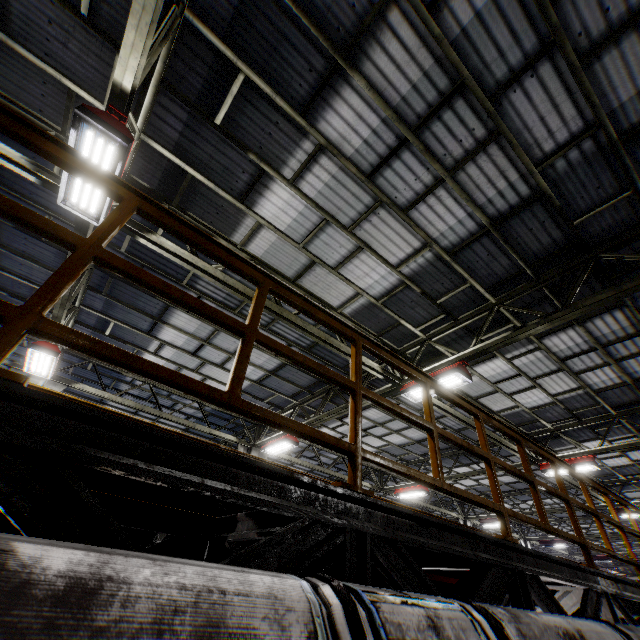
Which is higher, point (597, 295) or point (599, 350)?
point (599, 350)

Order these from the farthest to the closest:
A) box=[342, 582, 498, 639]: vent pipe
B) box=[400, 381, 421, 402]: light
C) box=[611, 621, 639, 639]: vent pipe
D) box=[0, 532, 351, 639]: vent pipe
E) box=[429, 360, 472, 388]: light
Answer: box=[400, 381, 421, 402]: light < box=[429, 360, 472, 388]: light < box=[611, 621, 639, 639]: vent pipe < box=[342, 582, 498, 639]: vent pipe < box=[0, 532, 351, 639]: vent pipe

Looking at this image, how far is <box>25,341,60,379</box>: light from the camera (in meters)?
7.92

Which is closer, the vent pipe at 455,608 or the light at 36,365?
the vent pipe at 455,608

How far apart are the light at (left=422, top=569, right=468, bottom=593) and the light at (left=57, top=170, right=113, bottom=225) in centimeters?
591cm

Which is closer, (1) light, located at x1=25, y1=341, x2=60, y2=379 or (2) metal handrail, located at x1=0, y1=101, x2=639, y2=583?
(2) metal handrail, located at x1=0, y1=101, x2=639, y2=583

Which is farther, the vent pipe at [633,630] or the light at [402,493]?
the light at [402,493]

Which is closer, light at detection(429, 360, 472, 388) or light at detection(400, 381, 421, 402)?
light at detection(429, 360, 472, 388)
